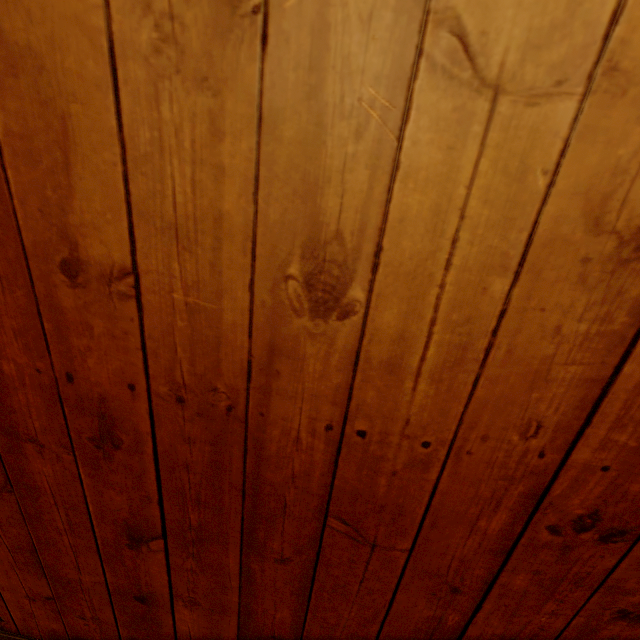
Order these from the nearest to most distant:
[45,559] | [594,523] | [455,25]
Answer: [455,25] → [594,523] → [45,559]
